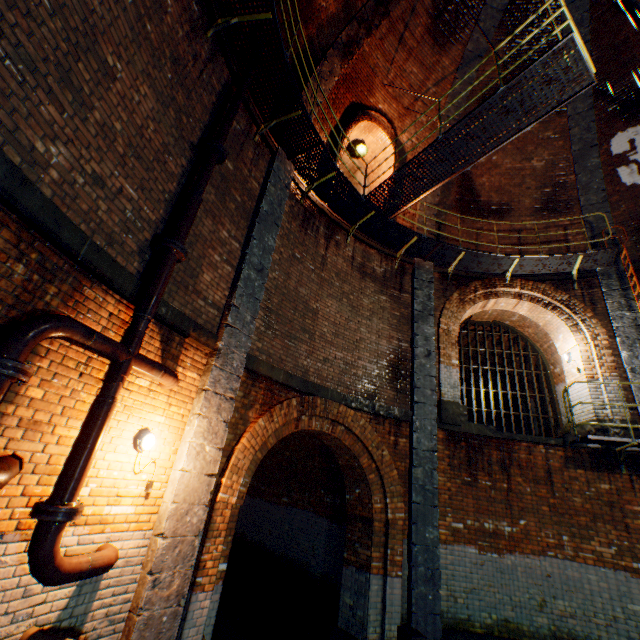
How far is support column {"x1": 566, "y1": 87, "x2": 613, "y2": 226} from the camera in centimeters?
1016cm

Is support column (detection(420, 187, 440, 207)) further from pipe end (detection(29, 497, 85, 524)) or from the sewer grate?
pipe end (detection(29, 497, 85, 524))

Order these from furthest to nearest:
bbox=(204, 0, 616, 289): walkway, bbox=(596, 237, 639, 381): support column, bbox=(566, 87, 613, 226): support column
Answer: bbox=(566, 87, 613, 226): support column
bbox=(596, 237, 639, 381): support column
bbox=(204, 0, 616, 289): walkway

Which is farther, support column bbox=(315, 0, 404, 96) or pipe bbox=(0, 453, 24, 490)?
support column bbox=(315, 0, 404, 96)

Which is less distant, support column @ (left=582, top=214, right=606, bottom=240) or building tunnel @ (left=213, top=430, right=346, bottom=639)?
building tunnel @ (left=213, top=430, right=346, bottom=639)

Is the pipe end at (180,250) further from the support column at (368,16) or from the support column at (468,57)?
the support column at (468,57)

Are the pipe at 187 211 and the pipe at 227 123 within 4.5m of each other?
yes

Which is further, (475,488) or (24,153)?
(475,488)
